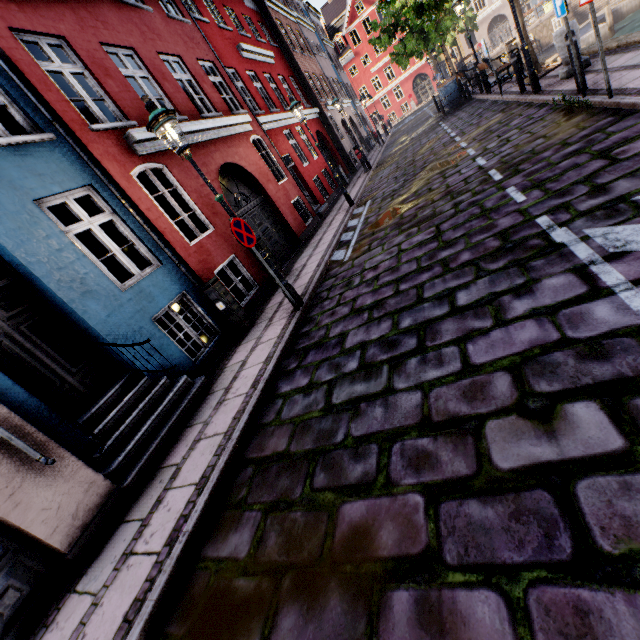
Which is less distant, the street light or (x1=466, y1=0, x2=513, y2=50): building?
the street light

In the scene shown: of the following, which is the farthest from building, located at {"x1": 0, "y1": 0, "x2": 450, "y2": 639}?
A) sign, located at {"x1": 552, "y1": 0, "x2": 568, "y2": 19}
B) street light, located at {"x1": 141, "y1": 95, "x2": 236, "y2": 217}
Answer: sign, located at {"x1": 552, "y1": 0, "x2": 568, "y2": 19}

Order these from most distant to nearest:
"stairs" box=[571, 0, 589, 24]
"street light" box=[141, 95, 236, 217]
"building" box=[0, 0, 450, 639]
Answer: "stairs" box=[571, 0, 589, 24] → "street light" box=[141, 95, 236, 217] → "building" box=[0, 0, 450, 639]

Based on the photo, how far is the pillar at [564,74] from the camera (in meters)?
7.73

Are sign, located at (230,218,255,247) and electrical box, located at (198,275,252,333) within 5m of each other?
yes

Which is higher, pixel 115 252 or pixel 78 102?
pixel 78 102

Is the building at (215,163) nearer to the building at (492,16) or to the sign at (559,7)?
the sign at (559,7)

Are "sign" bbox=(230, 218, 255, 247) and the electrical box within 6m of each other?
A: yes
